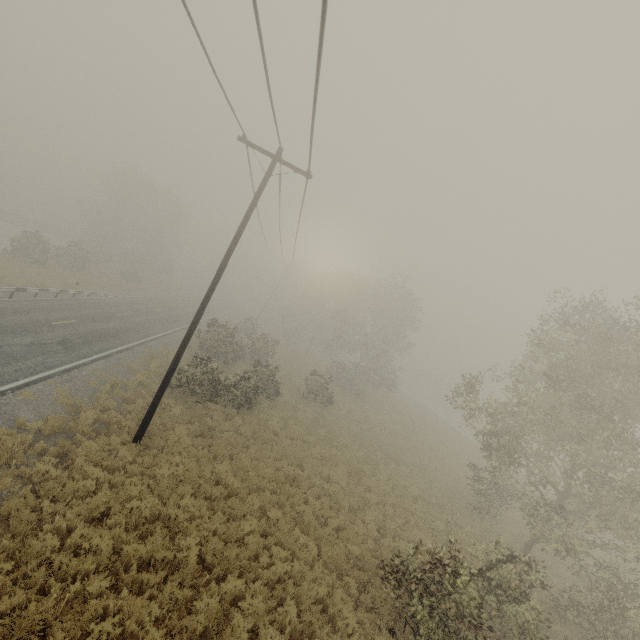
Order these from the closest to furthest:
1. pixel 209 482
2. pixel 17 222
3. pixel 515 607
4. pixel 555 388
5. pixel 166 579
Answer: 1. pixel 166 579
2. pixel 515 607
3. pixel 209 482
4. pixel 555 388
5. pixel 17 222
